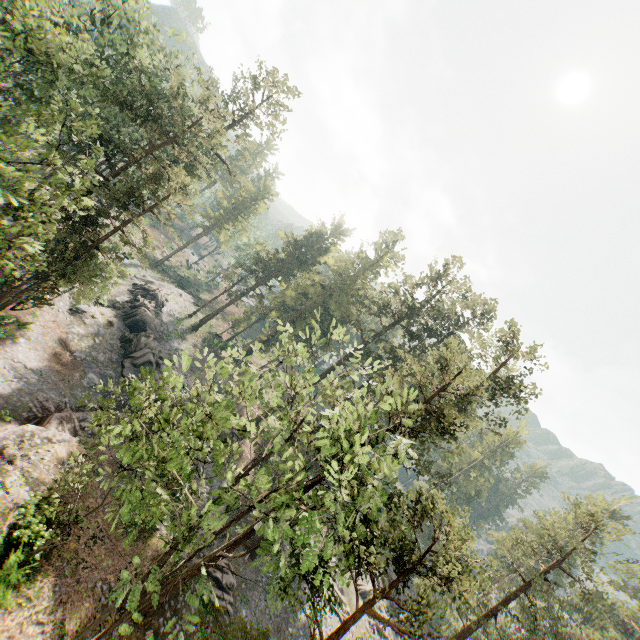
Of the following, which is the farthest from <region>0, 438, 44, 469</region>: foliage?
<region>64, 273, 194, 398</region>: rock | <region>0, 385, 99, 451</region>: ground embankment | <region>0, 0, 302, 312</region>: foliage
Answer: <region>64, 273, 194, 398</region>: rock

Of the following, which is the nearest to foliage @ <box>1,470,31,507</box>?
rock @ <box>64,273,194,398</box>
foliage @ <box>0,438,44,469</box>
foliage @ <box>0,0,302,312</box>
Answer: foliage @ <box>0,438,44,469</box>

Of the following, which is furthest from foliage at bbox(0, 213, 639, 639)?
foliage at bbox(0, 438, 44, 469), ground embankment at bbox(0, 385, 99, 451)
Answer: foliage at bbox(0, 438, 44, 469)

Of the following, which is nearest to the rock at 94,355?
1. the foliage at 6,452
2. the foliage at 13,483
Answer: the foliage at 13,483

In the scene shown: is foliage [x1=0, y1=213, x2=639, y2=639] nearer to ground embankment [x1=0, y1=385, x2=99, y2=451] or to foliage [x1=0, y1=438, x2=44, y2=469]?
ground embankment [x1=0, y1=385, x2=99, y2=451]

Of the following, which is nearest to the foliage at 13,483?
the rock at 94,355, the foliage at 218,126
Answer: the foliage at 218,126

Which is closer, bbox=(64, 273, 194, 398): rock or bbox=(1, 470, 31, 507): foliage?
bbox=(1, 470, 31, 507): foliage

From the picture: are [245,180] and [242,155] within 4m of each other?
yes
